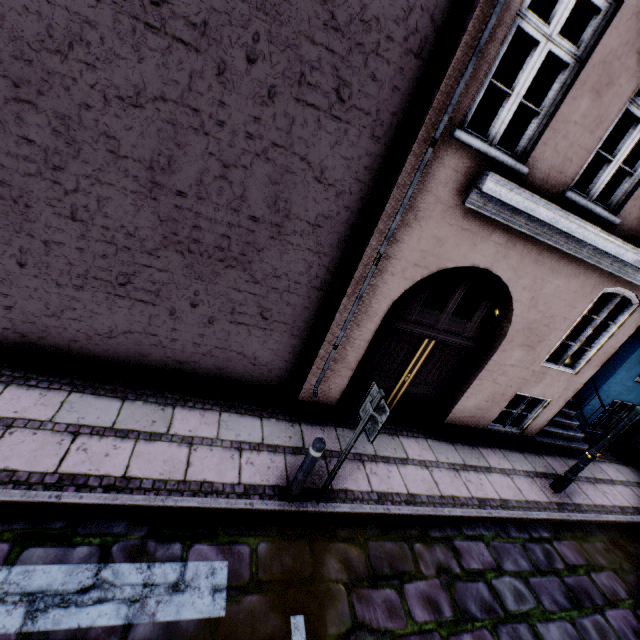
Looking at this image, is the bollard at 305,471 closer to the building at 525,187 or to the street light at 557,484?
the building at 525,187

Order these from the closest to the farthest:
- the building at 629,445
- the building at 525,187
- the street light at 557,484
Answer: the building at 525,187, the street light at 557,484, the building at 629,445

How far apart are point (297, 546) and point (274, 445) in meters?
1.4 m

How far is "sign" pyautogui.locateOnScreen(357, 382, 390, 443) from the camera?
3.4 meters

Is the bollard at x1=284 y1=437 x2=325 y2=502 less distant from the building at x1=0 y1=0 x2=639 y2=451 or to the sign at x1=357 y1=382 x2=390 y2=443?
the sign at x1=357 y1=382 x2=390 y2=443

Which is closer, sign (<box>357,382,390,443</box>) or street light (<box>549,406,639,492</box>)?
sign (<box>357,382,390,443</box>)

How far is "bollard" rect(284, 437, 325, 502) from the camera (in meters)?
3.72

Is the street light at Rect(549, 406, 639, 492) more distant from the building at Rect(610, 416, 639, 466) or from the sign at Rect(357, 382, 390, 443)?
the sign at Rect(357, 382, 390, 443)
